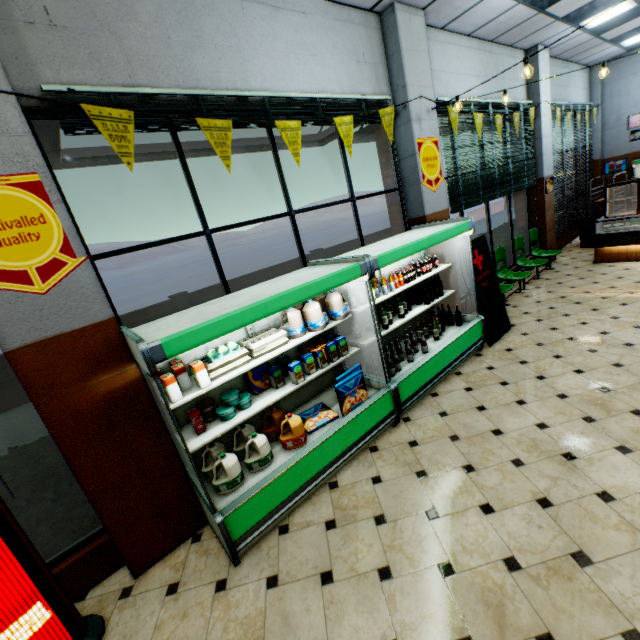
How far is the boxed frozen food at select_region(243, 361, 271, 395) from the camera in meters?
3.3 m

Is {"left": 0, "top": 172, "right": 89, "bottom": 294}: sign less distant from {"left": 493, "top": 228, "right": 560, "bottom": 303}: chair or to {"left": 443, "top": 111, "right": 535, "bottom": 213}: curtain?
{"left": 443, "top": 111, "right": 535, "bottom": 213}: curtain

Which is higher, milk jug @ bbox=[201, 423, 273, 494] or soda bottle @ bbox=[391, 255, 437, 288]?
soda bottle @ bbox=[391, 255, 437, 288]

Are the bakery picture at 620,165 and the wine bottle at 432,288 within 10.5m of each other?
no

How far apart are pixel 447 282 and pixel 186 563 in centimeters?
519cm

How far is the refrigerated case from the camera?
2.5m

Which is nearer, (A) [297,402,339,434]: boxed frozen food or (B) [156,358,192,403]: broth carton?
(B) [156,358,192,403]: broth carton

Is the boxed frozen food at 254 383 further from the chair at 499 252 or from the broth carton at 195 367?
the chair at 499 252
